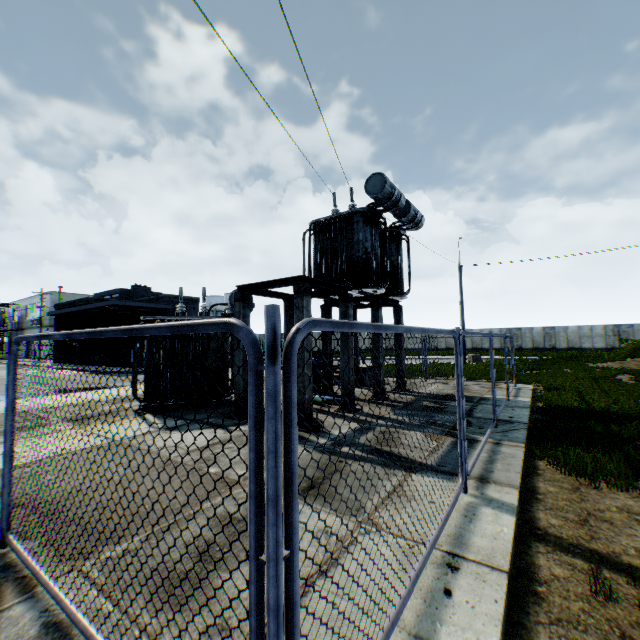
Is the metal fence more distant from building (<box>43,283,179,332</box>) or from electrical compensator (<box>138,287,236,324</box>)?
building (<box>43,283,179,332</box>)

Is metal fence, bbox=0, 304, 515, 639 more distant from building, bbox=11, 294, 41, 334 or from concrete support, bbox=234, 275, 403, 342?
building, bbox=11, 294, 41, 334

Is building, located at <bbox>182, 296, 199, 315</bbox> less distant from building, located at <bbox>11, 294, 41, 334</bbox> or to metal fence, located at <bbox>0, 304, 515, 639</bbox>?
metal fence, located at <bbox>0, 304, 515, 639</bbox>

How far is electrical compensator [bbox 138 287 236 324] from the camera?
10.2 meters

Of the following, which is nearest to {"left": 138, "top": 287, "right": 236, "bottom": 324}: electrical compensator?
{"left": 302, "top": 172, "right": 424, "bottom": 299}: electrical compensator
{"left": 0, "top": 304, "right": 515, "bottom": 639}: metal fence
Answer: {"left": 302, "top": 172, "right": 424, "bottom": 299}: electrical compensator

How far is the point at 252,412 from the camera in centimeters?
135cm

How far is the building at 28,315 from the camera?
49.5 meters

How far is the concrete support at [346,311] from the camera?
7.8 meters
